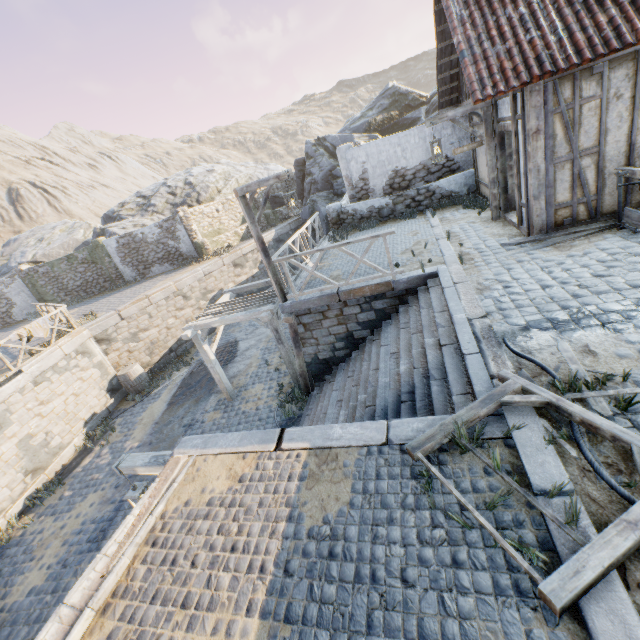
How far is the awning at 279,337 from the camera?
9.4 meters

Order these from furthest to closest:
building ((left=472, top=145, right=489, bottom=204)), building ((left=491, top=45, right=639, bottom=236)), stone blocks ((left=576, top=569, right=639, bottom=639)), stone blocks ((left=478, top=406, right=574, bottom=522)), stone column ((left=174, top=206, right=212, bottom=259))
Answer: stone column ((left=174, top=206, right=212, bottom=259)) → building ((left=472, top=145, right=489, bottom=204)) → building ((left=491, top=45, right=639, bottom=236)) → stone blocks ((left=478, top=406, right=574, bottom=522)) → stone blocks ((left=576, top=569, right=639, bottom=639))

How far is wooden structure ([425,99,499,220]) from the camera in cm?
780

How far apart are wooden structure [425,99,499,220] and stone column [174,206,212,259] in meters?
15.0

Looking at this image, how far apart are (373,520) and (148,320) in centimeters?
1527cm

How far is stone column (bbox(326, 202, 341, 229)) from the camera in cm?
1387

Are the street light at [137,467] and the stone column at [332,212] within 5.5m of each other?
no

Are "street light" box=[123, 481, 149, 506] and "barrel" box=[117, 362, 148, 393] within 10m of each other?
yes
